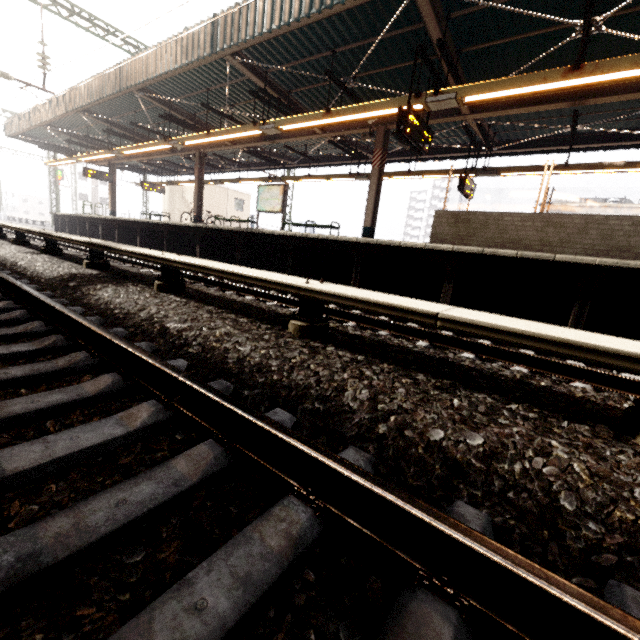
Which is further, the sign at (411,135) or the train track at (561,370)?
the sign at (411,135)

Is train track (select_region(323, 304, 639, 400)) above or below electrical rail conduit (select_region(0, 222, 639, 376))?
below

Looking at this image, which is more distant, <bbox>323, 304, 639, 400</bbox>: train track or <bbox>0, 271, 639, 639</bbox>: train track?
<bbox>323, 304, 639, 400</bbox>: train track

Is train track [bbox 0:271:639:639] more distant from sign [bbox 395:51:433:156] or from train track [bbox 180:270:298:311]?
sign [bbox 395:51:433:156]

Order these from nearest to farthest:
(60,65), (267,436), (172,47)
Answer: (267,436), (172,47), (60,65)

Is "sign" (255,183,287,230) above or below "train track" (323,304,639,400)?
above

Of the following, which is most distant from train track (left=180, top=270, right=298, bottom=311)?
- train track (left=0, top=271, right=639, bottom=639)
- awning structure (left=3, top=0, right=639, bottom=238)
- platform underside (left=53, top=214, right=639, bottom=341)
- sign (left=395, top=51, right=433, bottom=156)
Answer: awning structure (left=3, top=0, right=639, bottom=238)

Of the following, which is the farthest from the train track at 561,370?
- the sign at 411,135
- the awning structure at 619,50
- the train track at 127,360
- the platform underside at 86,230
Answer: the awning structure at 619,50
